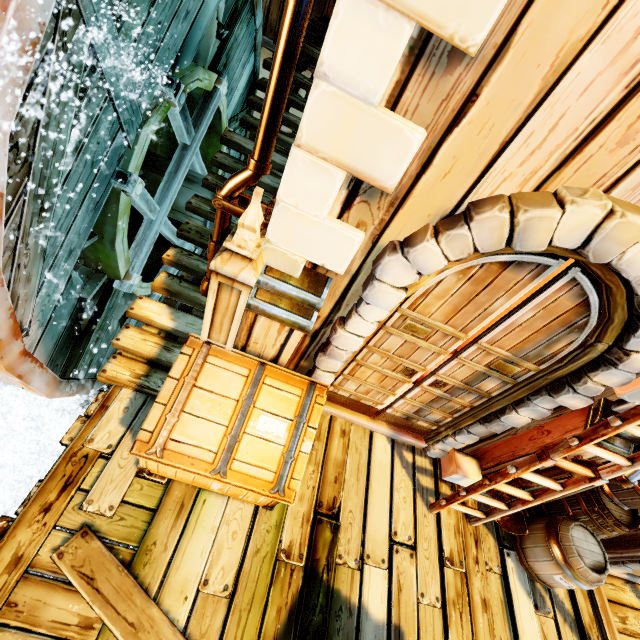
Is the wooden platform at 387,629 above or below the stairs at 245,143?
below

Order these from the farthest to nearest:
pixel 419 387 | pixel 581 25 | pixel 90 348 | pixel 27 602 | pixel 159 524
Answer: pixel 90 348 → pixel 419 387 → pixel 159 524 → pixel 27 602 → pixel 581 25

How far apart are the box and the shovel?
2.9 meters

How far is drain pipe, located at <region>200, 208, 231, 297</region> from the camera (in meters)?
2.78

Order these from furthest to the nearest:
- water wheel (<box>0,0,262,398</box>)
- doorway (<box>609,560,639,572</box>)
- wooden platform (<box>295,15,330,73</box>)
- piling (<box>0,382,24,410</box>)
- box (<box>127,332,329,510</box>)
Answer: piling (<box>0,382,24,410</box>) → wooden platform (<box>295,15,330,73</box>) → doorway (<box>609,560,639,572</box>) → box (<box>127,332,329,510</box>) → water wheel (<box>0,0,262,398</box>)

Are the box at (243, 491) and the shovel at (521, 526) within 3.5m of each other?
yes

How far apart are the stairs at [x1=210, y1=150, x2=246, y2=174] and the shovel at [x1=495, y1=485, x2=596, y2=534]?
4.6 meters

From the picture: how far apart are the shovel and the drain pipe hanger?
4.40m
